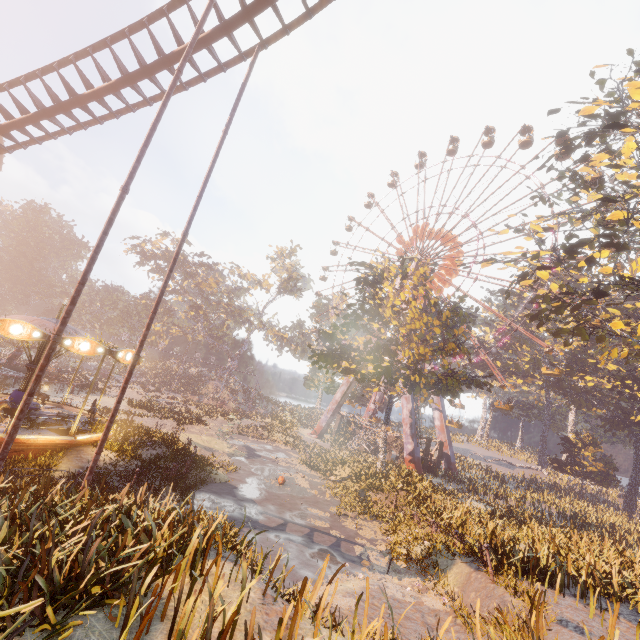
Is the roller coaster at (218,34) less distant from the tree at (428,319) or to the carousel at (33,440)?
the carousel at (33,440)

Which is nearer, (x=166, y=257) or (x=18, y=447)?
(x=18, y=447)

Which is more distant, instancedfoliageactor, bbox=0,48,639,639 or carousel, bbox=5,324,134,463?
carousel, bbox=5,324,134,463

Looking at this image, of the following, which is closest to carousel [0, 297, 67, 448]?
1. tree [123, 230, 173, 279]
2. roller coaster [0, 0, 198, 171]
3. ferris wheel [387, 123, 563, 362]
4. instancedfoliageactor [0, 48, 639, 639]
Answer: instancedfoliageactor [0, 48, 639, 639]

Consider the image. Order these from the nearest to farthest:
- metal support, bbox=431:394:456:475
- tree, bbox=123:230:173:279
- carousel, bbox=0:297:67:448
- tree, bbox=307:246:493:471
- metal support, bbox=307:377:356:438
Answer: carousel, bbox=0:297:67:448
tree, bbox=307:246:493:471
metal support, bbox=431:394:456:475
metal support, bbox=307:377:356:438
tree, bbox=123:230:173:279

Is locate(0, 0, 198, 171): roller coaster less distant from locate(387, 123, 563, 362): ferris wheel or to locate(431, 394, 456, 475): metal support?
locate(387, 123, 563, 362): ferris wheel

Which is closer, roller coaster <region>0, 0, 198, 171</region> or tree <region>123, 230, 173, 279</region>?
roller coaster <region>0, 0, 198, 171</region>

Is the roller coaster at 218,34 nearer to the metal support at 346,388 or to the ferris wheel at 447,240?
the ferris wheel at 447,240
